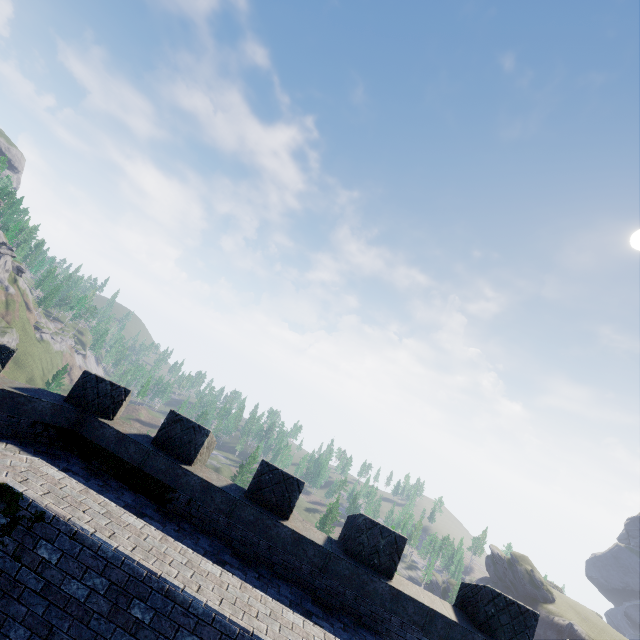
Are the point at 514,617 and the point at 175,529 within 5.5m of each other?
no
